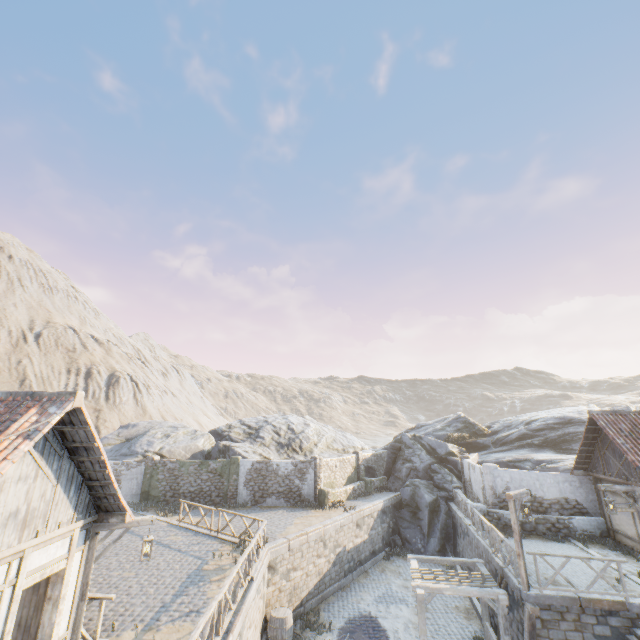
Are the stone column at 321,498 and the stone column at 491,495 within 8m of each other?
no

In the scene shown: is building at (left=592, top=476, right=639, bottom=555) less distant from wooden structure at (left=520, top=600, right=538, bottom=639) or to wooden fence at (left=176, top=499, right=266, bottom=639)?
wooden structure at (left=520, top=600, right=538, bottom=639)

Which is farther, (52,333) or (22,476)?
(52,333)

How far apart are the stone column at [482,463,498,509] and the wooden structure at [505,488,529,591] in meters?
6.2 m

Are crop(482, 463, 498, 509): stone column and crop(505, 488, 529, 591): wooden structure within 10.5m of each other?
yes

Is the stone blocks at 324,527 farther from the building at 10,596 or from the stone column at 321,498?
the building at 10,596

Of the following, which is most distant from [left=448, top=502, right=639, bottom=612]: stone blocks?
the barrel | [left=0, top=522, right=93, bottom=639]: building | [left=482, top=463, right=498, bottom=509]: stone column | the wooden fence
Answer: [left=0, top=522, right=93, bottom=639]: building

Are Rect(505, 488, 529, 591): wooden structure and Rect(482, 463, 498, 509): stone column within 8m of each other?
yes
